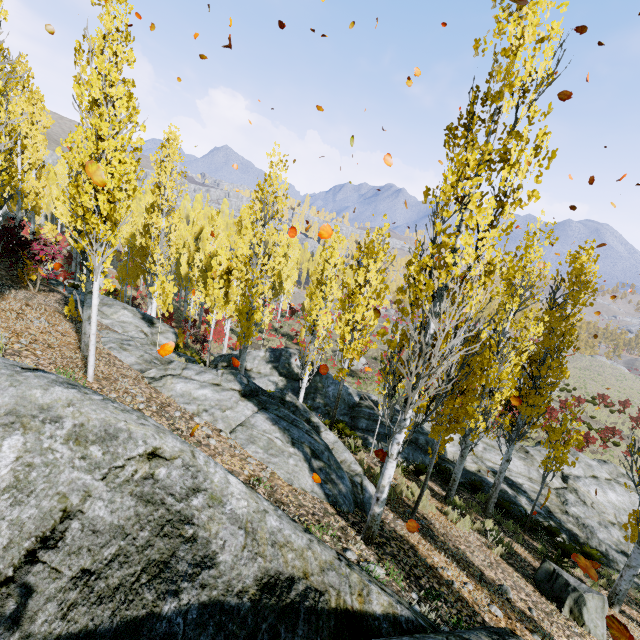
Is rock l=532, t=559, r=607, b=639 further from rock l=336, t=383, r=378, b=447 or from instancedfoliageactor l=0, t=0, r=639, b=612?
rock l=336, t=383, r=378, b=447

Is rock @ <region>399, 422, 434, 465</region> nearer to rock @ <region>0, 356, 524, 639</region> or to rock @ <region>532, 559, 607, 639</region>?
rock @ <region>532, 559, 607, 639</region>

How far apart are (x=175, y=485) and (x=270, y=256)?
13.2m

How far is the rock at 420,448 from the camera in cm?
1356

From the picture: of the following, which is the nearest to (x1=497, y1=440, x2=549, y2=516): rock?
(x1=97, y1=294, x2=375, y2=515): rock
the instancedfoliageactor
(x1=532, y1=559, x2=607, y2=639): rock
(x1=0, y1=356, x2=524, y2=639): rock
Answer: the instancedfoliageactor

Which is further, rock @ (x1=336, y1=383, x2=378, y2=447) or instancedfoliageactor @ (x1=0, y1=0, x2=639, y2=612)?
rock @ (x1=336, y1=383, x2=378, y2=447)

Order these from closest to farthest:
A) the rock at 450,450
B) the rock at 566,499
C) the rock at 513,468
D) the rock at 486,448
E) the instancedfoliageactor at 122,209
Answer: the instancedfoliageactor at 122,209
the rock at 566,499
the rock at 513,468
the rock at 486,448
the rock at 450,450

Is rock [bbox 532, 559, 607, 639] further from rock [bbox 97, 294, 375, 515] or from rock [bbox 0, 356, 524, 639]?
rock [bbox 0, 356, 524, 639]
